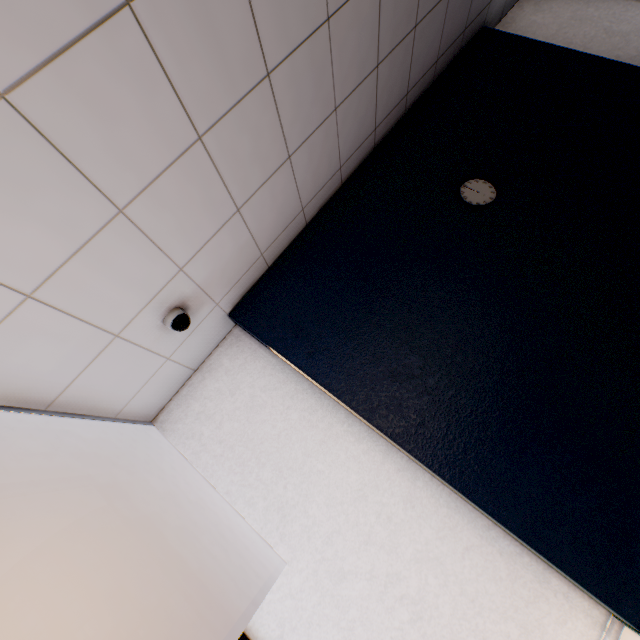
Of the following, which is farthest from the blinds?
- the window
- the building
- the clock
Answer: the building

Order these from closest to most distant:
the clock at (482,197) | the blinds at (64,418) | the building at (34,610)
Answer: the blinds at (64,418), the clock at (482,197), the building at (34,610)

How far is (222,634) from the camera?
1.9m

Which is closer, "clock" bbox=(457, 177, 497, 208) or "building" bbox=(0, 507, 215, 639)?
"clock" bbox=(457, 177, 497, 208)

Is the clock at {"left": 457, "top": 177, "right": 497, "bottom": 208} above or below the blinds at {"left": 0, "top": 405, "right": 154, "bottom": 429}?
below

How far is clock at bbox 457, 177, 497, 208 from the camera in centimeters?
257cm

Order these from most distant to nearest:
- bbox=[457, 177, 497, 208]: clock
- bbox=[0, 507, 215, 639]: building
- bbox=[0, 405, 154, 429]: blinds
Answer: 1. bbox=[0, 507, 215, 639]: building
2. bbox=[457, 177, 497, 208]: clock
3. bbox=[0, 405, 154, 429]: blinds

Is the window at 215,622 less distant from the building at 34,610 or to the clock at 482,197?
the clock at 482,197
